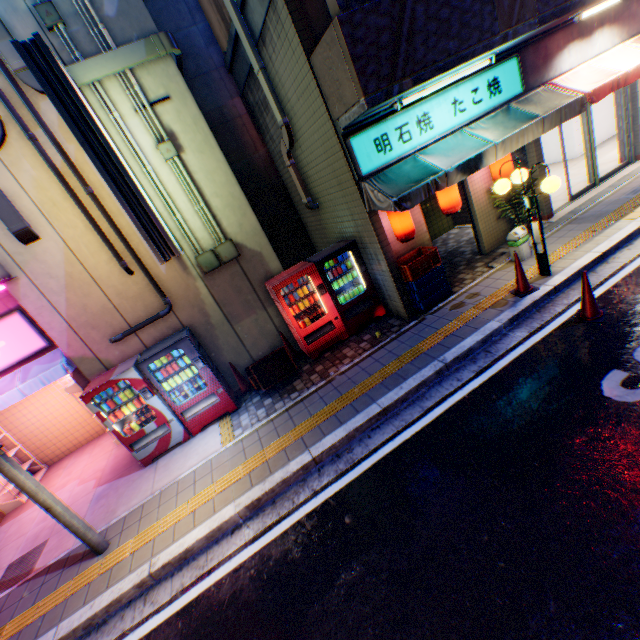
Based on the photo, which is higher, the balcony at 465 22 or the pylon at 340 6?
the pylon at 340 6

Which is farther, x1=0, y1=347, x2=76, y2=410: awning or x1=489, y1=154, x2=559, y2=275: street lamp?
x1=0, y1=347, x2=76, y2=410: awning

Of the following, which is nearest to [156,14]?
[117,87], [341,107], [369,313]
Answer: [117,87]

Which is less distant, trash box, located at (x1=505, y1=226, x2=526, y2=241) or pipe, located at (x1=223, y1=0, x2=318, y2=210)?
pipe, located at (x1=223, y1=0, x2=318, y2=210)

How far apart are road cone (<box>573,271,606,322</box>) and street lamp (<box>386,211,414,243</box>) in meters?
3.1

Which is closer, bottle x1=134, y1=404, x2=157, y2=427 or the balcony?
the balcony

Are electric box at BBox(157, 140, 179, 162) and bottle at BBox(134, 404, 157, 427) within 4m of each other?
no

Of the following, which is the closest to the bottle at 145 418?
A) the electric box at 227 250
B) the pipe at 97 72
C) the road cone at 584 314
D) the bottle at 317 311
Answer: the pipe at 97 72
